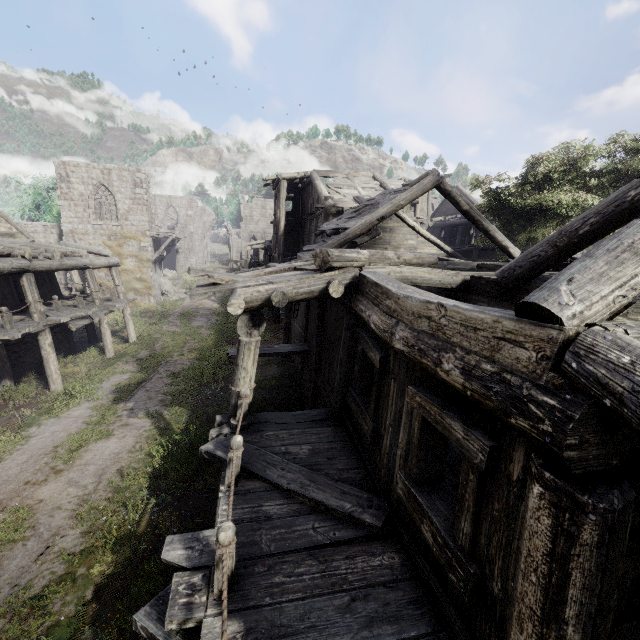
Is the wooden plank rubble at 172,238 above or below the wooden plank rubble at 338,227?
below

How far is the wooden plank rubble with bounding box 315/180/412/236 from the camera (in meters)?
12.28

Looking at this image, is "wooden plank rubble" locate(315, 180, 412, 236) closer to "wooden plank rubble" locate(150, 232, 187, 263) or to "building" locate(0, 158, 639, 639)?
"building" locate(0, 158, 639, 639)

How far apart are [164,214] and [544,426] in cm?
5477

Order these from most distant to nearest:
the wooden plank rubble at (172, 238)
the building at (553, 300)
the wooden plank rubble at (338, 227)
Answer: the wooden plank rubble at (172, 238) < the wooden plank rubble at (338, 227) < the building at (553, 300)

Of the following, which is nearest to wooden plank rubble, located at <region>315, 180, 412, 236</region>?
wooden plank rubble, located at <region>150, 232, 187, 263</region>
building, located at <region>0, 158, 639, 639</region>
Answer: building, located at <region>0, 158, 639, 639</region>

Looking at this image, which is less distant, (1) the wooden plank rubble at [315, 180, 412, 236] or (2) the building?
(2) the building

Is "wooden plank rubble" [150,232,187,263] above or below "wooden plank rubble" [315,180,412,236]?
below
